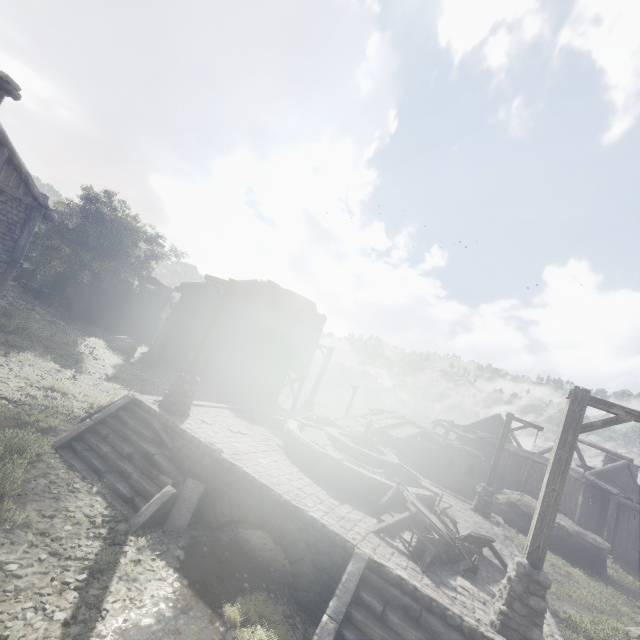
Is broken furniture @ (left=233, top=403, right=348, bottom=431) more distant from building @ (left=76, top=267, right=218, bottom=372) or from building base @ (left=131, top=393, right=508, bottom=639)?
building @ (left=76, top=267, right=218, bottom=372)

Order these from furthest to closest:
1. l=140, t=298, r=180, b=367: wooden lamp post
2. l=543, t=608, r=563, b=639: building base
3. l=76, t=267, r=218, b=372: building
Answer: l=76, t=267, r=218, b=372: building, l=140, t=298, r=180, b=367: wooden lamp post, l=543, t=608, r=563, b=639: building base

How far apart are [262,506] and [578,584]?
18.5m

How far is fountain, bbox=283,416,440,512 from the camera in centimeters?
975cm

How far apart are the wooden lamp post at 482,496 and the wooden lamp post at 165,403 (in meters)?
13.03

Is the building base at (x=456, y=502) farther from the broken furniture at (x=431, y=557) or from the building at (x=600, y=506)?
the building at (x=600, y=506)

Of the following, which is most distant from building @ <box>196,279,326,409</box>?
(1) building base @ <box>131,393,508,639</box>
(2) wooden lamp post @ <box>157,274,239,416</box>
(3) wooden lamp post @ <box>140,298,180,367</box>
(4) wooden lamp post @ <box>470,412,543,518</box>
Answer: (4) wooden lamp post @ <box>470,412,543,518</box>

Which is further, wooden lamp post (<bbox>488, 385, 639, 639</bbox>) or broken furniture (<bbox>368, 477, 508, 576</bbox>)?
broken furniture (<bbox>368, 477, 508, 576</bbox>)
